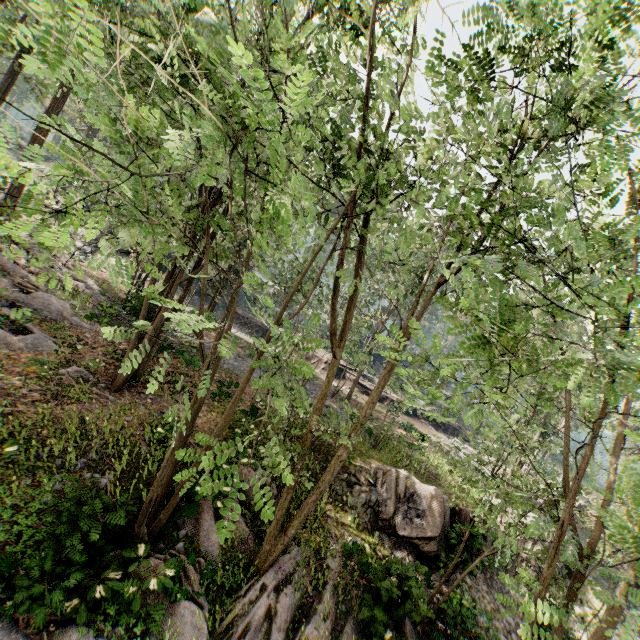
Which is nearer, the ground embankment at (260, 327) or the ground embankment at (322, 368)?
the ground embankment at (322, 368)

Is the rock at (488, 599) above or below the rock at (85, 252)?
below

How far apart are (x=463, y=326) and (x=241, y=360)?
19.56m

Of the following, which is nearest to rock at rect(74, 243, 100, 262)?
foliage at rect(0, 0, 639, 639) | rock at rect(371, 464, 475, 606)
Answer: foliage at rect(0, 0, 639, 639)

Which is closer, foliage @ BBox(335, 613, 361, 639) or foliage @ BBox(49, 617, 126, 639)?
foliage @ BBox(49, 617, 126, 639)

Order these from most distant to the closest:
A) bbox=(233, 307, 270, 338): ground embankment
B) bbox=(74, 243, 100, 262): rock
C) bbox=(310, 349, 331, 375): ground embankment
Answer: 1. bbox=(233, 307, 270, 338): ground embankment
2. bbox=(310, 349, 331, 375): ground embankment
3. bbox=(74, 243, 100, 262): rock

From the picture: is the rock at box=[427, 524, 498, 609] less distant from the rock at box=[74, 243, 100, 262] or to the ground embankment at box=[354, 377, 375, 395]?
the ground embankment at box=[354, 377, 375, 395]

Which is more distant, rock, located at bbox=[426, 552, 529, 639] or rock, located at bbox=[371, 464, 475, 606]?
rock, located at bbox=[371, 464, 475, 606]
